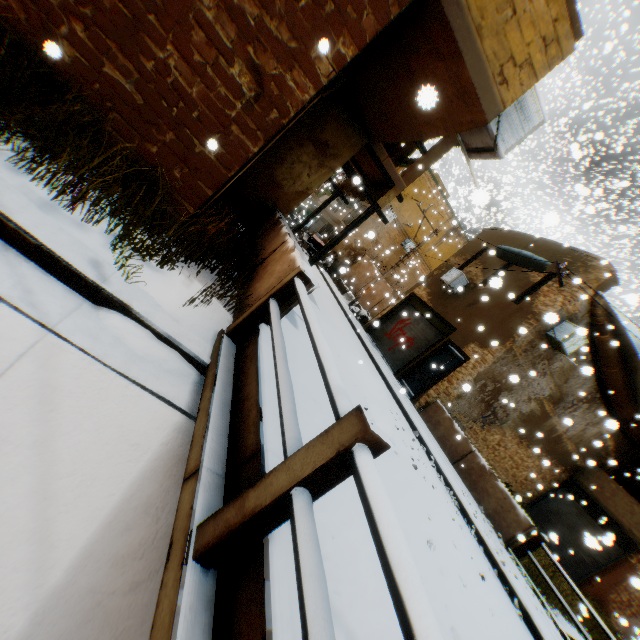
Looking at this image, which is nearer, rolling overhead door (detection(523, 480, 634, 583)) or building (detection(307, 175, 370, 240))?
building (detection(307, 175, 370, 240))

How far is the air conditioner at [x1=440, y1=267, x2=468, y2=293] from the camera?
14.8 meters

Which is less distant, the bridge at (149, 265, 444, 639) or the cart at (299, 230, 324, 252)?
the bridge at (149, 265, 444, 639)

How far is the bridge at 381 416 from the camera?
1.5m

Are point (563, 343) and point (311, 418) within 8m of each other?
no

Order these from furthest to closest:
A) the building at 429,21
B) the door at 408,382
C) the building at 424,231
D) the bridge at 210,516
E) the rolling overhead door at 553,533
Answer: the building at 424,231 < the rolling overhead door at 553,533 < the door at 408,382 < the building at 429,21 < the bridge at 210,516

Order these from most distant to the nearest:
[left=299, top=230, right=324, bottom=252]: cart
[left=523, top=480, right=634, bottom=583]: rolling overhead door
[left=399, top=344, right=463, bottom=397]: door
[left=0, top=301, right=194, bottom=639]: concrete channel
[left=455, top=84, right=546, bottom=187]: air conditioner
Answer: [left=299, top=230, right=324, bottom=252]: cart
[left=523, top=480, right=634, bottom=583]: rolling overhead door
[left=399, top=344, right=463, bottom=397]: door
[left=455, top=84, right=546, bottom=187]: air conditioner
[left=0, top=301, right=194, bottom=639]: concrete channel

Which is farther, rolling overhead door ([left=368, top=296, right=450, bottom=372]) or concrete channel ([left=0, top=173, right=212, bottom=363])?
rolling overhead door ([left=368, top=296, right=450, bottom=372])
